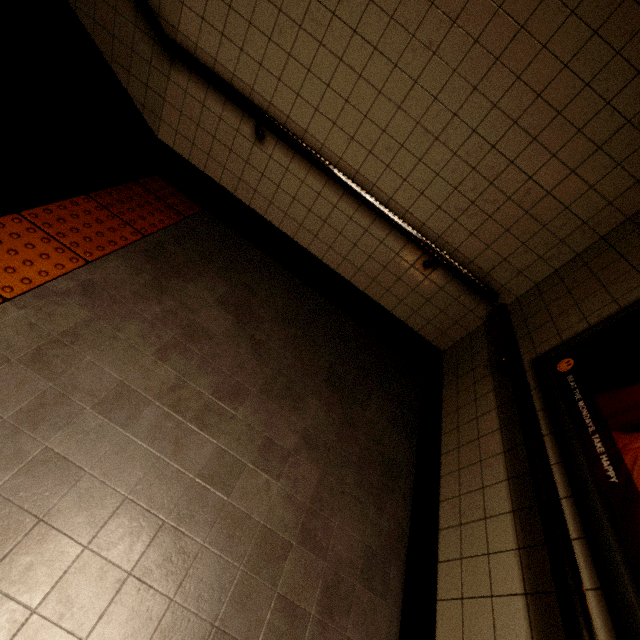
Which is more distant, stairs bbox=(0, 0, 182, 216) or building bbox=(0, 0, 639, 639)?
stairs bbox=(0, 0, 182, 216)

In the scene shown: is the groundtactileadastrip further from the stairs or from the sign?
the sign

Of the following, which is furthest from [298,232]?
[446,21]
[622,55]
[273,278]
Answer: [622,55]

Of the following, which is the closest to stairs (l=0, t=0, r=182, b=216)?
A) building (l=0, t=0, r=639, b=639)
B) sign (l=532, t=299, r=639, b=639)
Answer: building (l=0, t=0, r=639, b=639)

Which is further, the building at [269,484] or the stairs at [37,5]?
the stairs at [37,5]

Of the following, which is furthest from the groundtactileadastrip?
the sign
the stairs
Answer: the sign

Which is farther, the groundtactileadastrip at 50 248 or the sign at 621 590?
the groundtactileadastrip at 50 248

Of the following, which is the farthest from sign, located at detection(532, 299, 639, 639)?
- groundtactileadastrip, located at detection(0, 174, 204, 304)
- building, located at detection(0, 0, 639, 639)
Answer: groundtactileadastrip, located at detection(0, 174, 204, 304)
